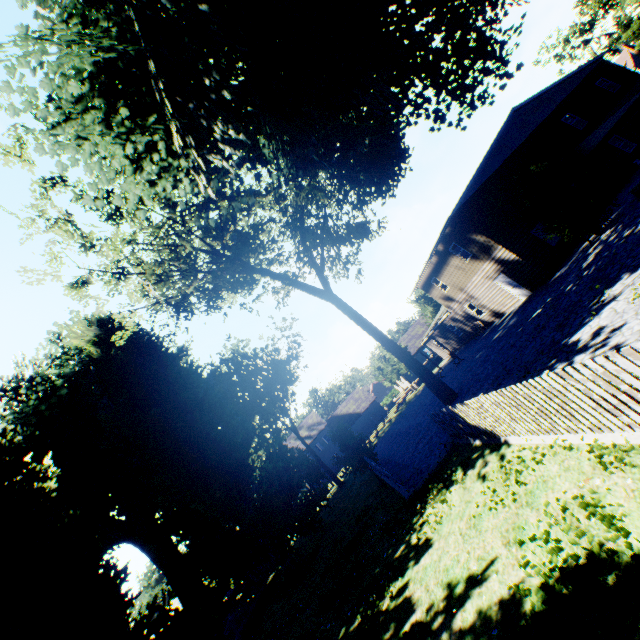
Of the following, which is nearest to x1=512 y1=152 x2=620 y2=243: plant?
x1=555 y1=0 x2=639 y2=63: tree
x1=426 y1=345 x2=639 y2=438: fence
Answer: x1=426 y1=345 x2=639 y2=438: fence

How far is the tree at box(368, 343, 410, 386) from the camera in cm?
4472

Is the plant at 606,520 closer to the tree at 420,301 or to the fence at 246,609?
the fence at 246,609

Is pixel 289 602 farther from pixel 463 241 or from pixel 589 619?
pixel 463 241

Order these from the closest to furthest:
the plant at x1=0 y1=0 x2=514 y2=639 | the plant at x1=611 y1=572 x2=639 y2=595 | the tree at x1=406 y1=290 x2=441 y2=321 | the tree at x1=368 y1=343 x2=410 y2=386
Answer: the plant at x1=611 y1=572 x2=639 y2=595, the plant at x1=0 y1=0 x2=514 y2=639, the tree at x1=368 y1=343 x2=410 y2=386, the tree at x1=406 y1=290 x2=441 y2=321

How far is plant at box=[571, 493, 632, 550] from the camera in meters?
3.6 m

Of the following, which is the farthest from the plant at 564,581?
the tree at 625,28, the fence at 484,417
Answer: the tree at 625,28
